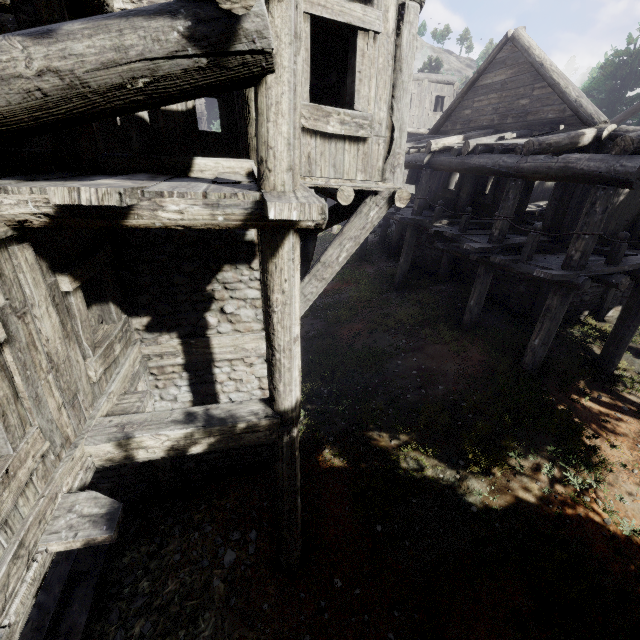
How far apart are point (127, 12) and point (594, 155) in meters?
8.7
